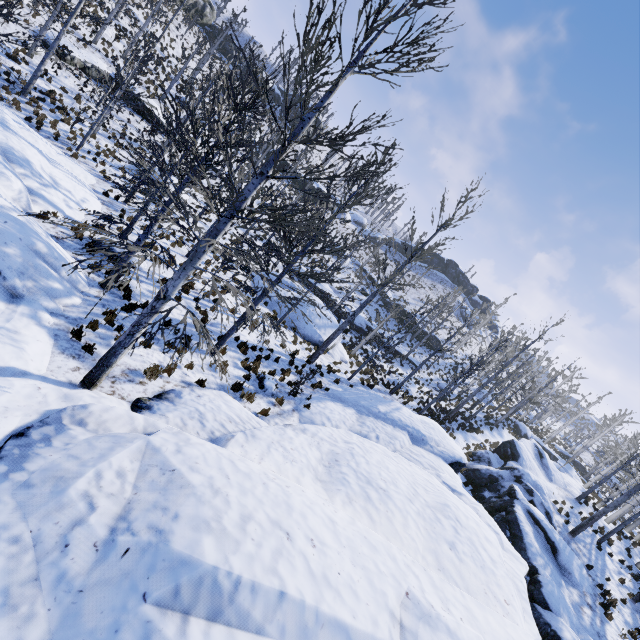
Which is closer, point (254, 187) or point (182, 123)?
point (182, 123)

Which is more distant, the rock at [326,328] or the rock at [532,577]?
the rock at [326,328]

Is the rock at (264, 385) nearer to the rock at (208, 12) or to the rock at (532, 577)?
the rock at (532, 577)

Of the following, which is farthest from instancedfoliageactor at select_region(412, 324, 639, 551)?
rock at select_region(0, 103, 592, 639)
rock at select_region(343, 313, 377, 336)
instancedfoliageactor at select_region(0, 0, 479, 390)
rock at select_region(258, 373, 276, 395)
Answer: rock at select_region(258, 373, 276, 395)

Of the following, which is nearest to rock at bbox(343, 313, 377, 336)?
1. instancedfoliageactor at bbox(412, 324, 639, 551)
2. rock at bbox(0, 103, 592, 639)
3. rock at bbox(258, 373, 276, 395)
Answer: rock at bbox(0, 103, 592, 639)

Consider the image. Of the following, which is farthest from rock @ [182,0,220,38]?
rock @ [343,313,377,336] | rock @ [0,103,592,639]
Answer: rock @ [343,313,377,336]

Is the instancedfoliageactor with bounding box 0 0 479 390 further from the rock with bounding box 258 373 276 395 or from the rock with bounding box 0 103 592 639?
the rock with bounding box 258 373 276 395

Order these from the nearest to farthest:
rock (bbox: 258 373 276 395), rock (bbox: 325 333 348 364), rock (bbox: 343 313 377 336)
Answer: rock (bbox: 258 373 276 395)
rock (bbox: 325 333 348 364)
rock (bbox: 343 313 377 336)
